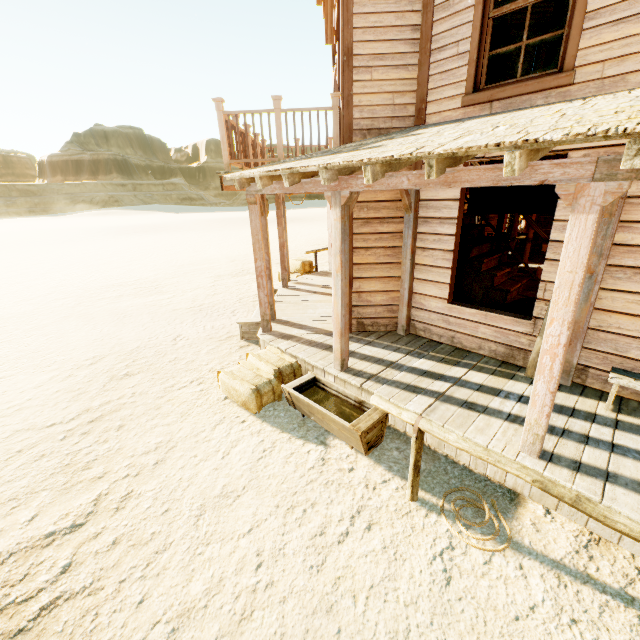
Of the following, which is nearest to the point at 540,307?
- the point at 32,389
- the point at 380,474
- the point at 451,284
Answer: the point at 451,284

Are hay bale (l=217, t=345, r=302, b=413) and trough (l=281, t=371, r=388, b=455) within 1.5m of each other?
yes

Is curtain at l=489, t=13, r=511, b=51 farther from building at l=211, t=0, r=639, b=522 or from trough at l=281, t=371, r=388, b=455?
trough at l=281, t=371, r=388, b=455

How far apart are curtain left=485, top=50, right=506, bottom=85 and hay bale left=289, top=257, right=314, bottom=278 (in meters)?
7.36

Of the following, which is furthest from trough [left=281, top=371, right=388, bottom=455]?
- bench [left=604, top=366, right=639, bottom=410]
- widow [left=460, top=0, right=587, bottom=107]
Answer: widow [left=460, top=0, right=587, bottom=107]

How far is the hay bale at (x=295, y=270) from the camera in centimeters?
1126cm

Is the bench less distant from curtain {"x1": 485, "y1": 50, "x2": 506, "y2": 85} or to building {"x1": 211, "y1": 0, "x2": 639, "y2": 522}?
building {"x1": 211, "y1": 0, "x2": 639, "y2": 522}

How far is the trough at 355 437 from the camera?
3.8m
